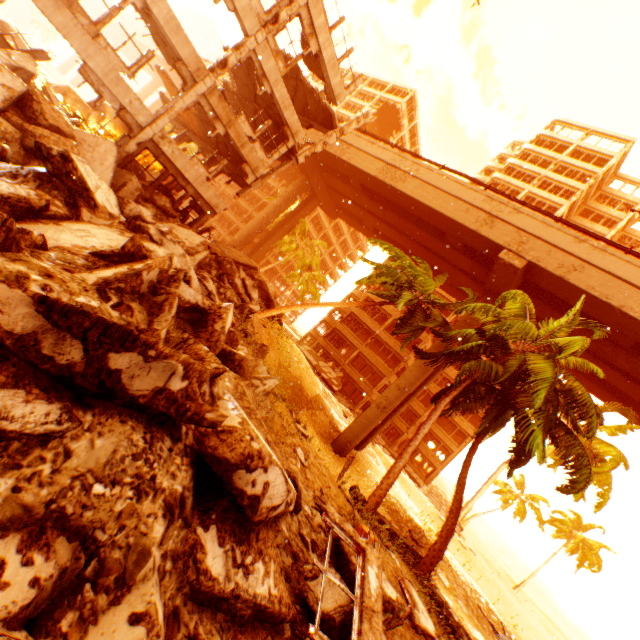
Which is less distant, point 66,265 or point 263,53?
point 66,265

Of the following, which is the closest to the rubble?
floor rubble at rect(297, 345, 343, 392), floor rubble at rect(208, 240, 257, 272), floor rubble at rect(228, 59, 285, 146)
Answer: floor rubble at rect(208, 240, 257, 272)

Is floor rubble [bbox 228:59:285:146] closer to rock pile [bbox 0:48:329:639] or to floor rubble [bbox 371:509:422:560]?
rock pile [bbox 0:48:329:639]

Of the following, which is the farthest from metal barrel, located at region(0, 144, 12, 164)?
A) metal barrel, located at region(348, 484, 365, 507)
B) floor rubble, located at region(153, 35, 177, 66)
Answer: metal barrel, located at region(348, 484, 365, 507)

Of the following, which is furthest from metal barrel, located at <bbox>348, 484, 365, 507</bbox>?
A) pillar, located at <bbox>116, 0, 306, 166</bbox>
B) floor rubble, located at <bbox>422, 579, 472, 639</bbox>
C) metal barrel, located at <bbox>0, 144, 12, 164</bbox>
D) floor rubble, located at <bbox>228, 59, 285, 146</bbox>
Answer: floor rubble, located at <bbox>228, 59, 285, 146</bbox>

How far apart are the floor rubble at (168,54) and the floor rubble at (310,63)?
5.6m

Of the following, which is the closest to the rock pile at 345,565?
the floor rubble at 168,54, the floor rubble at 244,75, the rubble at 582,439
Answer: the rubble at 582,439

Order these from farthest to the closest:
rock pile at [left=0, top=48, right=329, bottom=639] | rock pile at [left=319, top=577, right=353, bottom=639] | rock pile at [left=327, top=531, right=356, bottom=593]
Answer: rock pile at [left=327, top=531, right=356, bottom=593], rock pile at [left=319, top=577, right=353, bottom=639], rock pile at [left=0, top=48, right=329, bottom=639]
